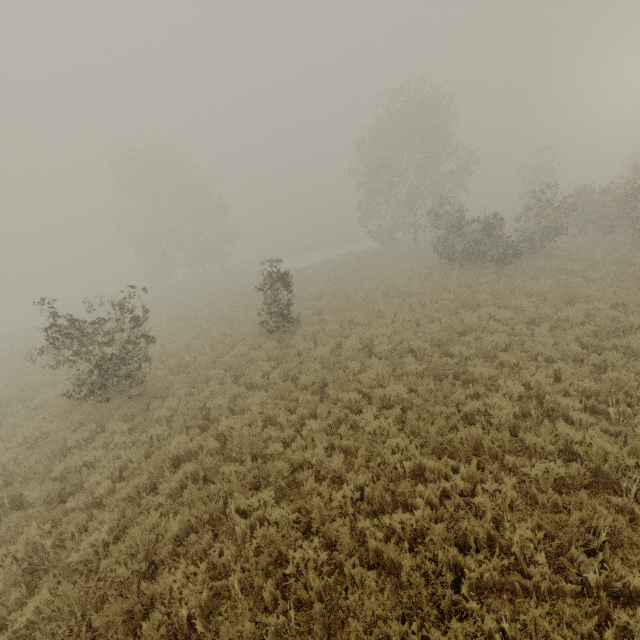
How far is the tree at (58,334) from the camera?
9.0 meters

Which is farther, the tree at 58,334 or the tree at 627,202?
the tree at 627,202

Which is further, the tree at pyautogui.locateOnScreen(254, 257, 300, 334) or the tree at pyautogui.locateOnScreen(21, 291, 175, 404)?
the tree at pyautogui.locateOnScreen(254, 257, 300, 334)

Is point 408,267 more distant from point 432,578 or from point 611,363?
point 432,578

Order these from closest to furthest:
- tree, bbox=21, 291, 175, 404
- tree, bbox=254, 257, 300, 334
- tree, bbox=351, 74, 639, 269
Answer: tree, bbox=21, 291, 175, 404
tree, bbox=254, 257, 300, 334
tree, bbox=351, 74, 639, 269

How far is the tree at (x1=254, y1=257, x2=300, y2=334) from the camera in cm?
1378
